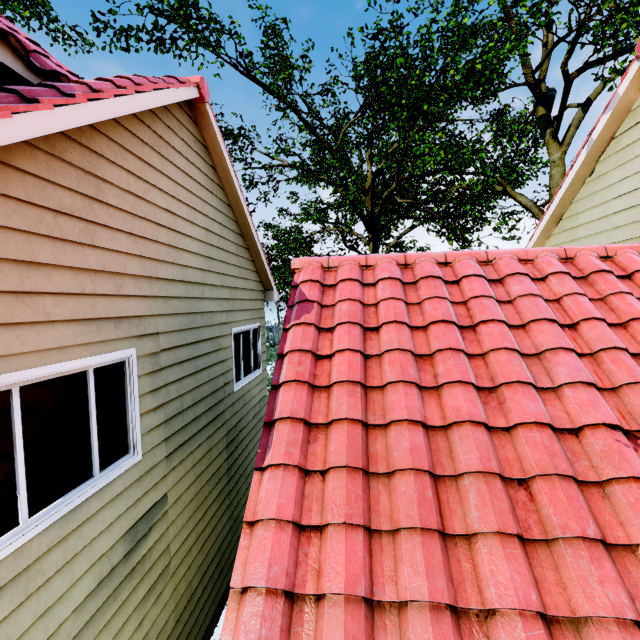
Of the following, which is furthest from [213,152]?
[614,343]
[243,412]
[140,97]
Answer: [614,343]
